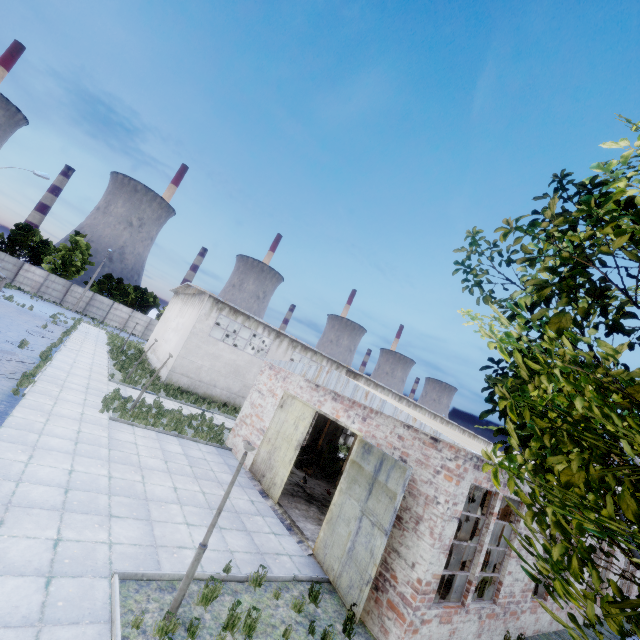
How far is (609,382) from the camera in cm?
309

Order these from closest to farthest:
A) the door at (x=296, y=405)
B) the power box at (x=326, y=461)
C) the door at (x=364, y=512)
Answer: the door at (x=364, y=512) < the door at (x=296, y=405) < the power box at (x=326, y=461)

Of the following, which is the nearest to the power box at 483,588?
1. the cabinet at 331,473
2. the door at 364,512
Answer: the door at 364,512

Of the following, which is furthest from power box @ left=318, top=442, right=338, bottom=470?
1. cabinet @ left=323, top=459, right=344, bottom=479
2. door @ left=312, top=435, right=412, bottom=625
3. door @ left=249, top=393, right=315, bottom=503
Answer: door @ left=312, top=435, right=412, bottom=625

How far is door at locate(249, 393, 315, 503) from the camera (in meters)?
12.99

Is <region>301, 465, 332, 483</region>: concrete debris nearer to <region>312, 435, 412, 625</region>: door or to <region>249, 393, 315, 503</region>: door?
<region>249, 393, 315, 503</region>: door

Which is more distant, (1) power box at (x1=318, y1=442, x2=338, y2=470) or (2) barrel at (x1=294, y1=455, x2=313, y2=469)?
(1) power box at (x1=318, y1=442, x2=338, y2=470)

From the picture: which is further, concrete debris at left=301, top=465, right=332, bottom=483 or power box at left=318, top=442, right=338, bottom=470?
power box at left=318, top=442, right=338, bottom=470
